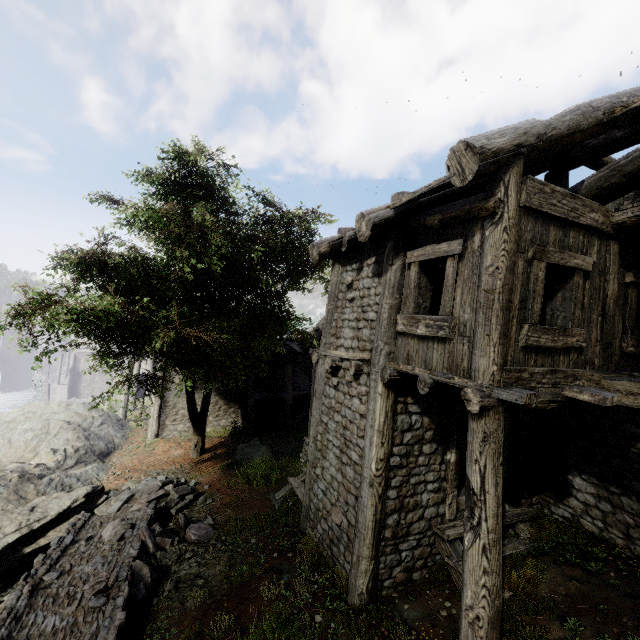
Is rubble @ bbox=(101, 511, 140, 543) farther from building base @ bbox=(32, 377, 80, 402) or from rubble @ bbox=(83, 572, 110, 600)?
building base @ bbox=(32, 377, 80, 402)

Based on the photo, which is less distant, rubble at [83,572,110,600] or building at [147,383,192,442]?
rubble at [83,572,110,600]

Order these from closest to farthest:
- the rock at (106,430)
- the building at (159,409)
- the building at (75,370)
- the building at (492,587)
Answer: the building at (492,587)
the rock at (106,430)
the building at (159,409)
the building at (75,370)

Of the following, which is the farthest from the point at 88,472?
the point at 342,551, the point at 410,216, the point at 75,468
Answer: the point at 410,216

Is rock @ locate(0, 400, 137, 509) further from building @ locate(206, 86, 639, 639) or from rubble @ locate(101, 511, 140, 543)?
rubble @ locate(101, 511, 140, 543)

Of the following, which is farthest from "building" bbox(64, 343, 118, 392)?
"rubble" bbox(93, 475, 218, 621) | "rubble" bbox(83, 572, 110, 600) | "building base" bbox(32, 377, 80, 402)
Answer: "rubble" bbox(83, 572, 110, 600)

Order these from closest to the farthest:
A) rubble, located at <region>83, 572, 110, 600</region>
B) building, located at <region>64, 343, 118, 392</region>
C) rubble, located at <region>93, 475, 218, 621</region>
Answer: rubble, located at <region>83, 572, 110, 600</region> → rubble, located at <region>93, 475, 218, 621</region> → building, located at <region>64, 343, 118, 392</region>

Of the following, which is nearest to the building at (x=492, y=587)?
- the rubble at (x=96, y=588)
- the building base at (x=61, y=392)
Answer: the building base at (x=61, y=392)
